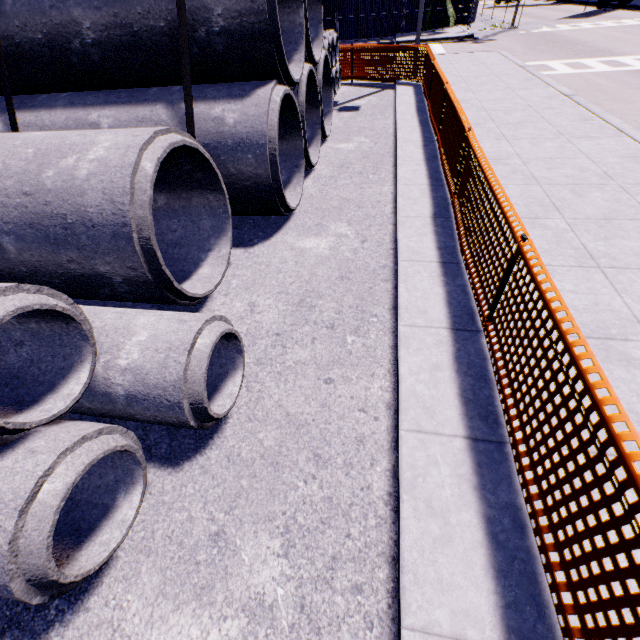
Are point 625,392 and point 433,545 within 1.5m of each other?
no

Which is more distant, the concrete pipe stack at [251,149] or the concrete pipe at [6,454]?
the concrete pipe stack at [251,149]

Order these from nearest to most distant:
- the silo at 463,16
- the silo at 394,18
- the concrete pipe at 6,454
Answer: the concrete pipe at 6,454, the silo at 394,18, the silo at 463,16

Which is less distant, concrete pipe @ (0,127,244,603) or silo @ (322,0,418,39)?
concrete pipe @ (0,127,244,603)

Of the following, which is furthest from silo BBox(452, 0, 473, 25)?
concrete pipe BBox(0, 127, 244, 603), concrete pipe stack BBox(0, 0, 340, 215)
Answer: concrete pipe BBox(0, 127, 244, 603)

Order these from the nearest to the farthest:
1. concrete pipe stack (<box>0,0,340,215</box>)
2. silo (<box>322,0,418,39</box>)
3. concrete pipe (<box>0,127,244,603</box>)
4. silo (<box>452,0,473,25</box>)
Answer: concrete pipe (<box>0,127,244,603</box>), concrete pipe stack (<box>0,0,340,215</box>), silo (<box>322,0,418,39</box>), silo (<box>452,0,473,25</box>)
